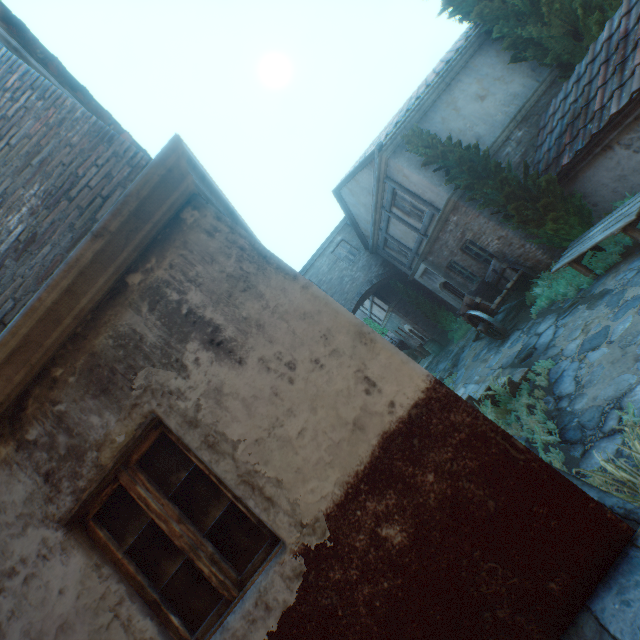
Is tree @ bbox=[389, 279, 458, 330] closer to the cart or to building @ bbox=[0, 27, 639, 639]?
building @ bbox=[0, 27, 639, 639]

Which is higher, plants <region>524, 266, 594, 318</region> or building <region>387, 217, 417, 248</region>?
building <region>387, 217, 417, 248</region>

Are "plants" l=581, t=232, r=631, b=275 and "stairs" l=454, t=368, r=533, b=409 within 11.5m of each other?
yes

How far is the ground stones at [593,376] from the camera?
4.8m

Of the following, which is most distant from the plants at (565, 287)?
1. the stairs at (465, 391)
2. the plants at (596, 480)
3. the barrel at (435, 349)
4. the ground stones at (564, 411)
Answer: the barrel at (435, 349)

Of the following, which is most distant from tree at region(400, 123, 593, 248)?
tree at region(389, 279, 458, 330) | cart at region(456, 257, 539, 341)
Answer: tree at region(389, 279, 458, 330)

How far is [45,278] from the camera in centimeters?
268cm

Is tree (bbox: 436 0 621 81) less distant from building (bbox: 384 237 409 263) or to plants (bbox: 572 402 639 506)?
building (bbox: 384 237 409 263)
